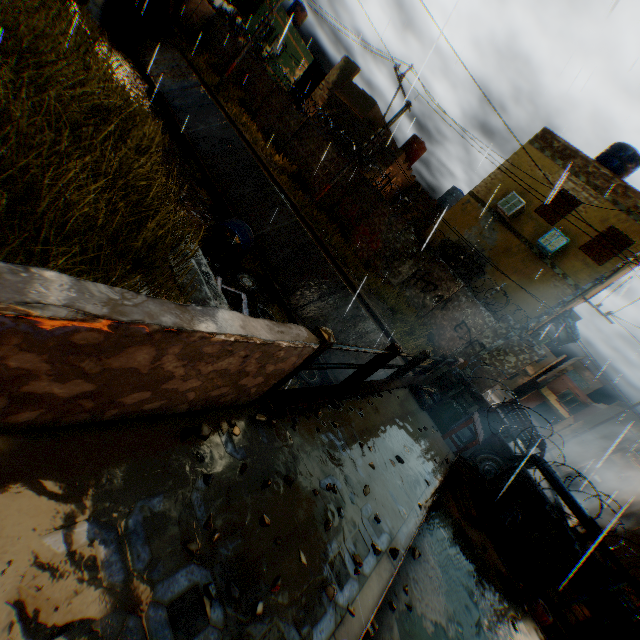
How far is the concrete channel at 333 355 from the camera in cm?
1166

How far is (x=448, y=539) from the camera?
4.6 meters

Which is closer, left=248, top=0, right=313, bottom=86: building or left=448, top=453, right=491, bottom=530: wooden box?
left=448, top=453, right=491, bottom=530: wooden box

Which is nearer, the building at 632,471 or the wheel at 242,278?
the wheel at 242,278

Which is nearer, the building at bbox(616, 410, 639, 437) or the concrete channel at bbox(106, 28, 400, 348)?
the concrete channel at bbox(106, 28, 400, 348)

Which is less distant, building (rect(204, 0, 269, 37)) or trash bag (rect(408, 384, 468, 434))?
trash bag (rect(408, 384, 468, 434))

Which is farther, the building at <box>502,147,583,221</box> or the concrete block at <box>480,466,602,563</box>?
the building at <box>502,147,583,221</box>

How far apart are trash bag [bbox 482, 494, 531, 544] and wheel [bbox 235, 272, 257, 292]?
8.4m
